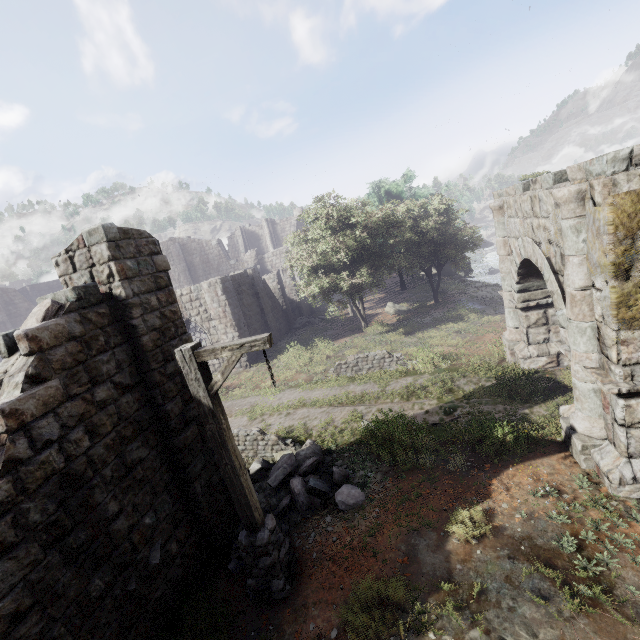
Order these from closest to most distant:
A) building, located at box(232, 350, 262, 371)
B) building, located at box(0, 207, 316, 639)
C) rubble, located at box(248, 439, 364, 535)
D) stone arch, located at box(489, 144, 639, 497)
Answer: building, located at box(0, 207, 316, 639) < stone arch, located at box(489, 144, 639, 497) < rubble, located at box(248, 439, 364, 535) < building, located at box(232, 350, 262, 371)

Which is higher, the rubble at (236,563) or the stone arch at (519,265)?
the stone arch at (519,265)

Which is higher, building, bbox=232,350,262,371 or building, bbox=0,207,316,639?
building, bbox=0,207,316,639

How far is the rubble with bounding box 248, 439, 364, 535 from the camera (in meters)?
7.43

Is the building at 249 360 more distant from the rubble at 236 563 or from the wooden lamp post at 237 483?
the wooden lamp post at 237 483

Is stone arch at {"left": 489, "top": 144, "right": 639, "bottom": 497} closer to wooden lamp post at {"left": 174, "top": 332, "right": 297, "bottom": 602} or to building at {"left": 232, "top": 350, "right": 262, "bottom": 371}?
building at {"left": 232, "top": 350, "right": 262, "bottom": 371}

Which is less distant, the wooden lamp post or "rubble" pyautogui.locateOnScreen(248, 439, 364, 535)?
the wooden lamp post

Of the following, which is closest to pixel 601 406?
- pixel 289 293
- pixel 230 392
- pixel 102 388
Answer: pixel 102 388
